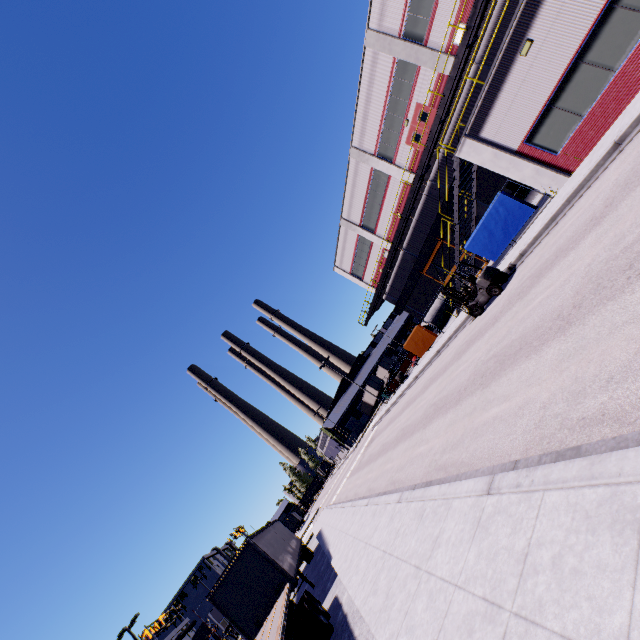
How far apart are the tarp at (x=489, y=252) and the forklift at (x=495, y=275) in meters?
3.3 m

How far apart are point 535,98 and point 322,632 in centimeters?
1997cm

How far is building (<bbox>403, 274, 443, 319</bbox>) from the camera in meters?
34.2 m

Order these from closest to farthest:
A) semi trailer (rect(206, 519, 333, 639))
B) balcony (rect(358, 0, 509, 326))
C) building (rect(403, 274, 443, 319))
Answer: semi trailer (rect(206, 519, 333, 639)), balcony (rect(358, 0, 509, 326)), building (rect(403, 274, 443, 319))

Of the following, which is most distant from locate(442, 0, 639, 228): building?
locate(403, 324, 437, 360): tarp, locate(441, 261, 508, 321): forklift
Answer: locate(441, 261, 508, 321): forklift

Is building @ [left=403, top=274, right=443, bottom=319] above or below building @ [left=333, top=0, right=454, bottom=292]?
below

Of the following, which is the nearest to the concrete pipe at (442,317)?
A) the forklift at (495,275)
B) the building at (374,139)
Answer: the building at (374,139)

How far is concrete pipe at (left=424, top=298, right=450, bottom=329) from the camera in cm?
3000
